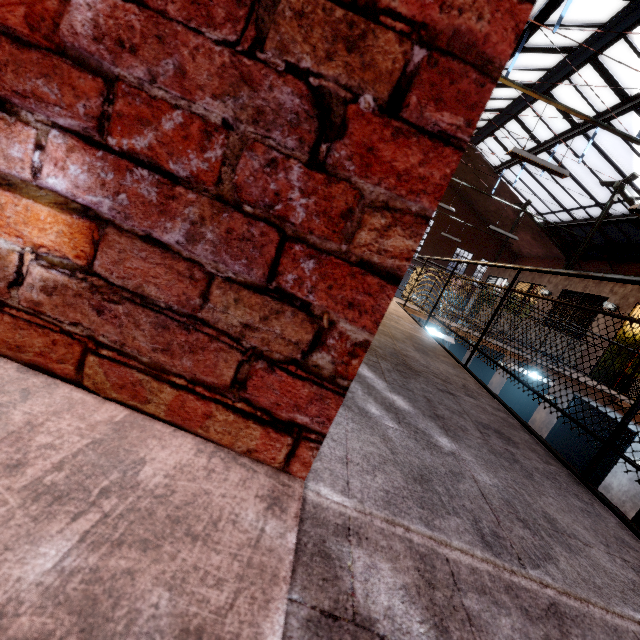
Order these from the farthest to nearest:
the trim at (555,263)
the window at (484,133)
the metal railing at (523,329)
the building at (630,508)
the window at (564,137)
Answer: the trim at (555,263)
the window at (484,133)
the window at (564,137)
the building at (630,508)
the metal railing at (523,329)

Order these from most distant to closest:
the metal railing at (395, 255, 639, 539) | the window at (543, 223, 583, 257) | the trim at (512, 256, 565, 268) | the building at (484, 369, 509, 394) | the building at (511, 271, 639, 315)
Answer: the trim at (512, 256, 565, 268) < the window at (543, 223, 583, 257) < the building at (484, 369, 509, 394) < the building at (511, 271, 639, 315) < the metal railing at (395, 255, 639, 539)

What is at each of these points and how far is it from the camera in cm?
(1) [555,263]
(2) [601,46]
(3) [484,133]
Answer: (1) trim, 1894
(2) window, 852
(3) window, 1522

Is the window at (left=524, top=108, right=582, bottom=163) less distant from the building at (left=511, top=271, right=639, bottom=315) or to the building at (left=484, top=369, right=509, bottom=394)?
the building at (left=511, top=271, right=639, bottom=315)

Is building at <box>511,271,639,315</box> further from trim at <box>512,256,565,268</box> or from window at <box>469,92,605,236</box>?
trim at <box>512,256,565,268</box>

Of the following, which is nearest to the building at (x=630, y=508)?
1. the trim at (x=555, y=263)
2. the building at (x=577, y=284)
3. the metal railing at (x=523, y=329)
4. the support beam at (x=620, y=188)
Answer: the building at (x=577, y=284)

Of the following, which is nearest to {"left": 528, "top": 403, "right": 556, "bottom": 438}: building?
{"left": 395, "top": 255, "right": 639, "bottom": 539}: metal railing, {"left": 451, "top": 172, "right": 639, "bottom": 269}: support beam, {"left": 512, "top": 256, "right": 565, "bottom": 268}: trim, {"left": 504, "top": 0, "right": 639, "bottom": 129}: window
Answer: {"left": 395, "top": 255, "right": 639, "bottom": 539}: metal railing

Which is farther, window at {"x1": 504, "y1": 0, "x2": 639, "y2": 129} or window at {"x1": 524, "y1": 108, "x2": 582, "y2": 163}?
window at {"x1": 524, "y1": 108, "x2": 582, "y2": 163}
